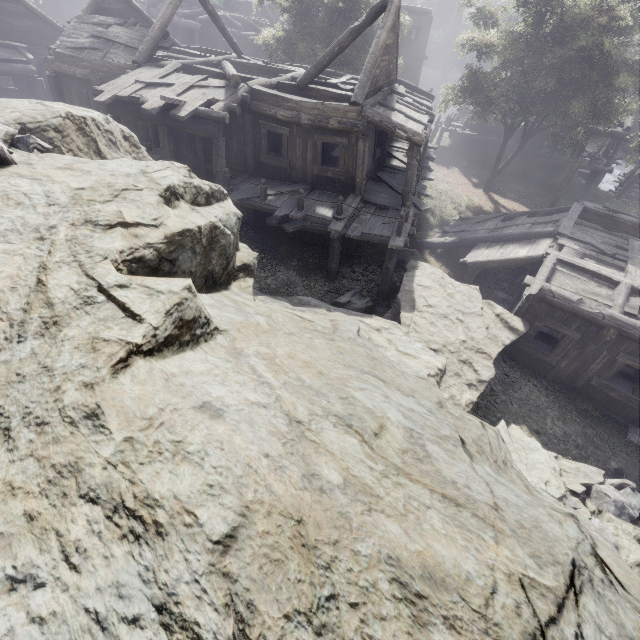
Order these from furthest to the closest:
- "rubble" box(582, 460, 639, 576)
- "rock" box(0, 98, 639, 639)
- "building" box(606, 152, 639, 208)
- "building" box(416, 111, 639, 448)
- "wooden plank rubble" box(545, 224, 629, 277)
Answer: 1. "building" box(606, 152, 639, 208)
2. "wooden plank rubble" box(545, 224, 629, 277)
3. "building" box(416, 111, 639, 448)
4. "rubble" box(582, 460, 639, 576)
5. "rock" box(0, 98, 639, 639)

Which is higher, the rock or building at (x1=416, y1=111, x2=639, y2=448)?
the rock

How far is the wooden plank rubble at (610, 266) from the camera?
11.48m

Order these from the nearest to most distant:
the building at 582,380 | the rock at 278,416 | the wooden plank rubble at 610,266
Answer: the rock at 278,416
the building at 582,380
the wooden plank rubble at 610,266

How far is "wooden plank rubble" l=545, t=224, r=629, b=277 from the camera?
11.5m

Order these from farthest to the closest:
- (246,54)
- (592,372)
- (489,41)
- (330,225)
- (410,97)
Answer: (246,54)
(489,41)
(410,97)
(330,225)
(592,372)

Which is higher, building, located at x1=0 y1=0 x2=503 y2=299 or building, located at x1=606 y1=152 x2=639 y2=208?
building, located at x1=0 y1=0 x2=503 y2=299

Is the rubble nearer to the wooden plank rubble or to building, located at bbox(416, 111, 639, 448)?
building, located at bbox(416, 111, 639, 448)
